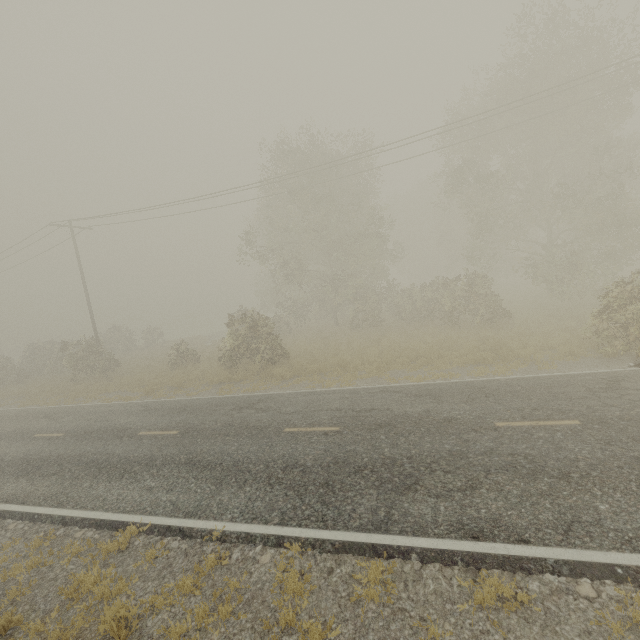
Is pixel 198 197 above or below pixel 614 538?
above
